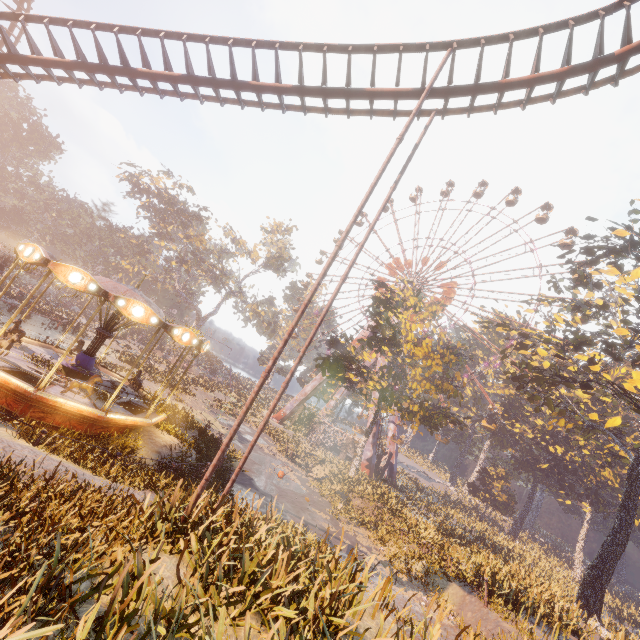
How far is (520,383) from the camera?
27.5 meters

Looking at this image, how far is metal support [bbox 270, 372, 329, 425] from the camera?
45.1 meters

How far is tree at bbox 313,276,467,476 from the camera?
25.1m

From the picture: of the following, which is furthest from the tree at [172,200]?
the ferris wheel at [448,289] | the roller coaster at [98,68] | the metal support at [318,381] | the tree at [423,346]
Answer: the tree at [423,346]

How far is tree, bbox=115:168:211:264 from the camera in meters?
49.3

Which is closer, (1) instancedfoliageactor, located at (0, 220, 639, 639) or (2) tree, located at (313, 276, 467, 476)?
(1) instancedfoliageactor, located at (0, 220, 639, 639)

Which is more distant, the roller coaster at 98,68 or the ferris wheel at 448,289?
the ferris wheel at 448,289

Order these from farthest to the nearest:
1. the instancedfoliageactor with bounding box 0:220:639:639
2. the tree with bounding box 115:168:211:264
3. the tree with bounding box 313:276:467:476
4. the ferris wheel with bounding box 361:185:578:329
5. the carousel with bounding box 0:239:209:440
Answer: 1. the tree with bounding box 115:168:211:264
2. the ferris wheel with bounding box 361:185:578:329
3. the tree with bounding box 313:276:467:476
4. the carousel with bounding box 0:239:209:440
5. the instancedfoliageactor with bounding box 0:220:639:639
